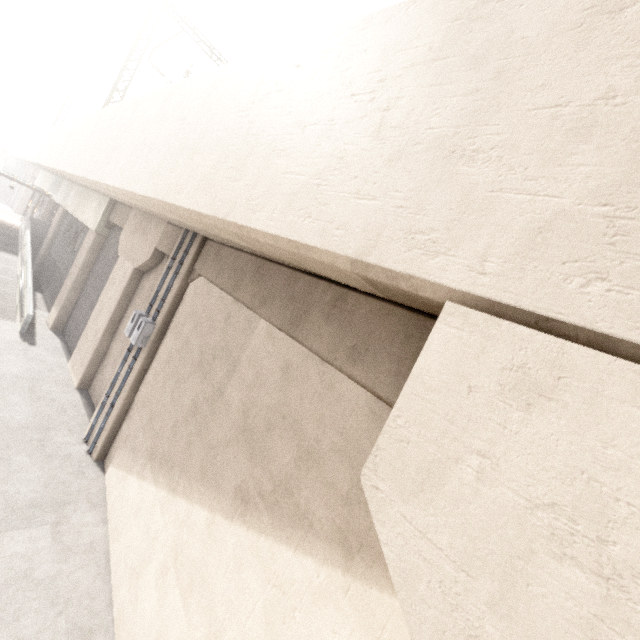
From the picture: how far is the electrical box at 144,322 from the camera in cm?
880

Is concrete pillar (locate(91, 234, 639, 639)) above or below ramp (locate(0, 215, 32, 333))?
above

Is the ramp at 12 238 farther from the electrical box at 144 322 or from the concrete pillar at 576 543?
the electrical box at 144 322

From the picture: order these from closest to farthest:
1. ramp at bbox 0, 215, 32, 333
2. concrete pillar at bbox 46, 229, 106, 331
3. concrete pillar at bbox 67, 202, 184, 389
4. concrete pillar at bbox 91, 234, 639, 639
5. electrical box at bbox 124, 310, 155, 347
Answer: concrete pillar at bbox 91, 234, 639, 639 → electrical box at bbox 124, 310, 155, 347 → concrete pillar at bbox 67, 202, 184, 389 → ramp at bbox 0, 215, 32, 333 → concrete pillar at bbox 46, 229, 106, 331

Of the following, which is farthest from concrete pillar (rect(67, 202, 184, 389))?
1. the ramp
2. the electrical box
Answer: the ramp

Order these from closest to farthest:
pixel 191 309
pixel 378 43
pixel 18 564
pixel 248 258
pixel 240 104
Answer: pixel 378 43, pixel 240 104, pixel 18 564, pixel 248 258, pixel 191 309

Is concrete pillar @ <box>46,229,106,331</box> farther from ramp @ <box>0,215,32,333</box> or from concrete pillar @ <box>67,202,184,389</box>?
ramp @ <box>0,215,32,333</box>

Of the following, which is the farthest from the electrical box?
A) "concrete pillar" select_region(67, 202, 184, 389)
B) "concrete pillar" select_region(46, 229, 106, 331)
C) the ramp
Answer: "concrete pillar" select_region(46, 229, 106, 331)
